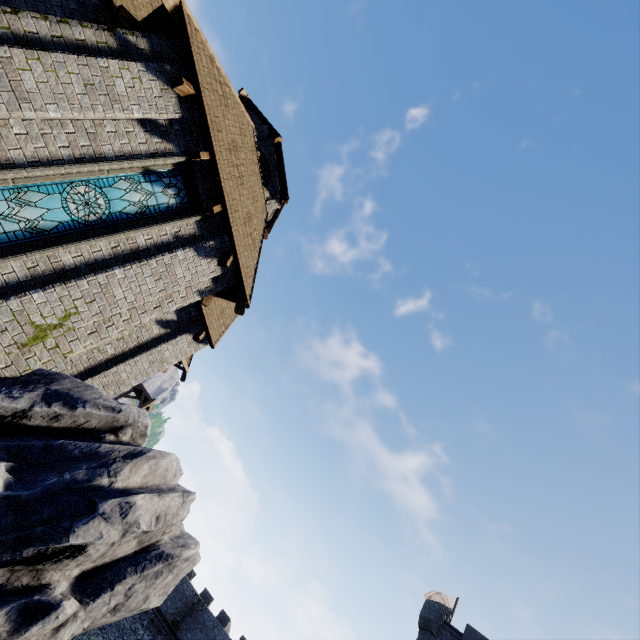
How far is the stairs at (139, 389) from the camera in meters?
32.0

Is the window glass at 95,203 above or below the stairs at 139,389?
below

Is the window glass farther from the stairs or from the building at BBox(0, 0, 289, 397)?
the stairs

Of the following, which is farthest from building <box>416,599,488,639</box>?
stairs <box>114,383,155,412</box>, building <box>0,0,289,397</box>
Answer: stairs <box>114,383,155,412</box>

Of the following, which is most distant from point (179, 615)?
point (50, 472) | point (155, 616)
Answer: point (50, 472)

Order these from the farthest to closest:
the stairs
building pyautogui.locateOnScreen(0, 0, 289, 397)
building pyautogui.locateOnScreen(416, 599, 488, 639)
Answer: the stairs → building pyautogui.locateOnScreen(416, 599, 488, 639) → building pyautogui.locateOnScreen(0, 0, 289, 397)

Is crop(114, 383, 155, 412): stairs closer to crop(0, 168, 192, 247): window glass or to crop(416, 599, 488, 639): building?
crop(416, 599, 488, 639): building

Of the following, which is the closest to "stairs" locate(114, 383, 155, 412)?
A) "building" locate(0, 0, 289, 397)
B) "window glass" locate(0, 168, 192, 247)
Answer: "building" locate(0, 0, 289, 397)
